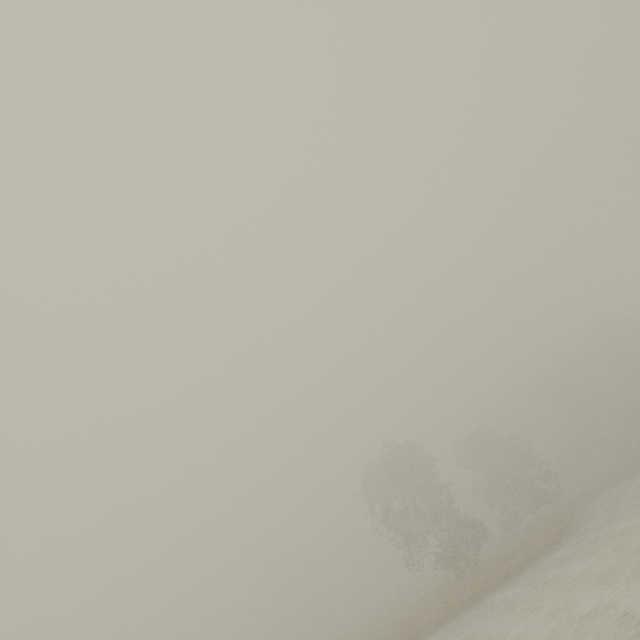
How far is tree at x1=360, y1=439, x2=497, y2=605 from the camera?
27.27m

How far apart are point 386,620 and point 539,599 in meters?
23.4 m

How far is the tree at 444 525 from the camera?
27.3m
